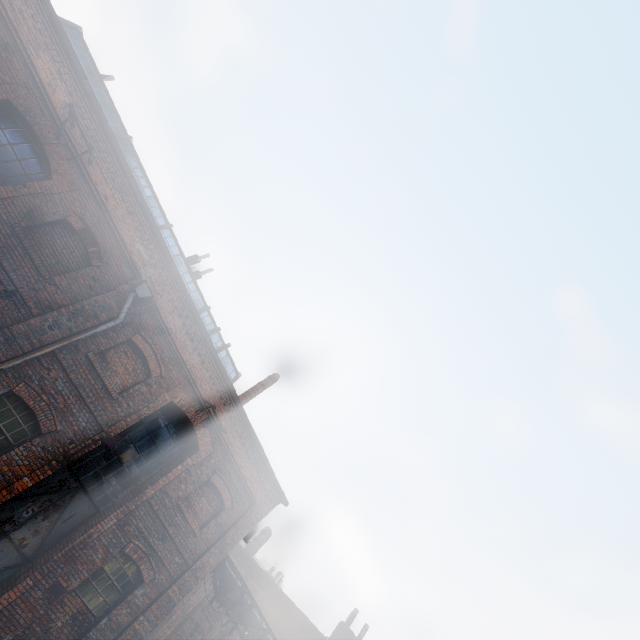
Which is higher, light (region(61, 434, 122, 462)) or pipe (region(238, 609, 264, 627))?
pipe (region(238, 609, 264, 627))

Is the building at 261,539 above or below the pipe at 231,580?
above

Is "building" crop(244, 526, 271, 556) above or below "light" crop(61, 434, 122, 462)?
above

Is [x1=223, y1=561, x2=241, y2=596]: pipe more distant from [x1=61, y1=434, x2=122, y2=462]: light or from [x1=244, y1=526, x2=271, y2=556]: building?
[x1=61, y1=434, x2=122, y2=462]: light

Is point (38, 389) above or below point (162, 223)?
below

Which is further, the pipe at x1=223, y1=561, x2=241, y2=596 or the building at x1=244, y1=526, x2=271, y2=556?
the building at x1=244, y1=526, x2=271, y2=556

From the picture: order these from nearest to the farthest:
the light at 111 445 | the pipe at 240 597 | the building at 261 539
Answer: the light at 111 445, the pipe at 240 597, the building at 261 539
